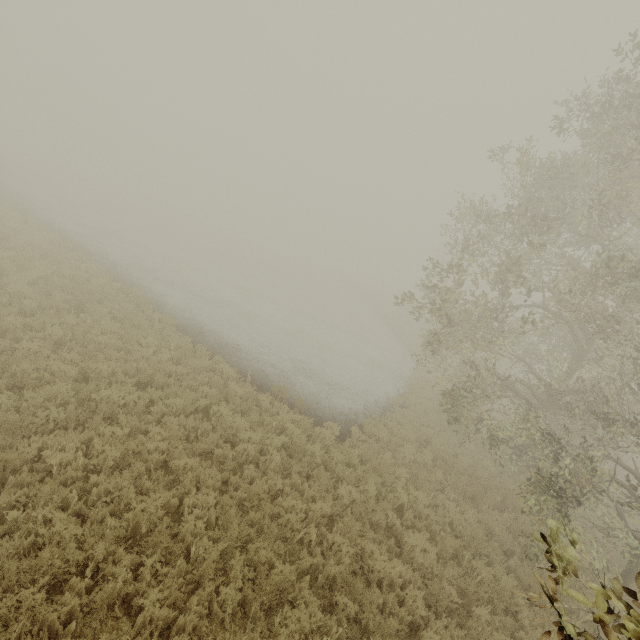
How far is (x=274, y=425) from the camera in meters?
9.3
